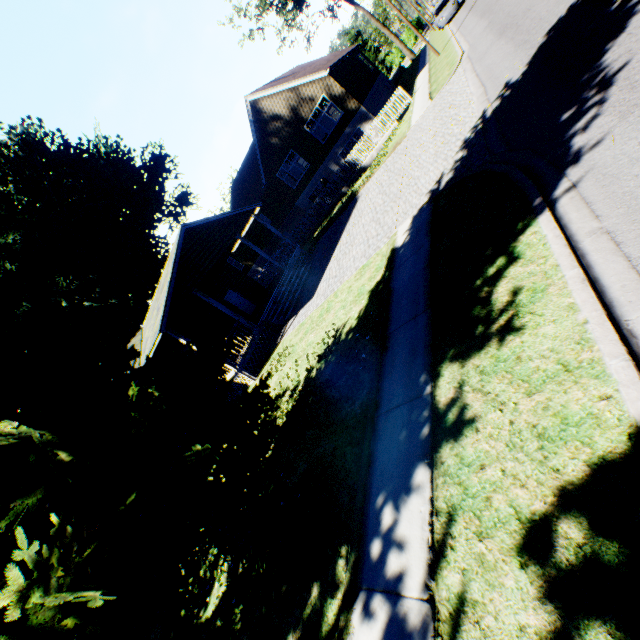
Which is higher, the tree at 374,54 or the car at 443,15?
the tree at 374,54

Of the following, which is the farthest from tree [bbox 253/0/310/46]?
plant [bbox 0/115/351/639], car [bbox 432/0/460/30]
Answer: car [bbox 432/0/460/30]

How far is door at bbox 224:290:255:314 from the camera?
22.2 meters

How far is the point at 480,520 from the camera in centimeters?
297cm

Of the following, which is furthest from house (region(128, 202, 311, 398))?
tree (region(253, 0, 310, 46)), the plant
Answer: tree (region(253, 0, 310, 46))

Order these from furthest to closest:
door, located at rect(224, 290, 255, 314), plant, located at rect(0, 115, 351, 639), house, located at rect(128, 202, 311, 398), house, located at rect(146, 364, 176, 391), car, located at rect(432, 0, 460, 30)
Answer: car, located at rect(432, 0, 460, 30) → door, located at rect(224, 290, 255, 314) → house, located at rect(146, 364, 176, 391) → house, located at rect(128, 202, 311, 398) → plant, located at rect(0, 115, 351, 639)

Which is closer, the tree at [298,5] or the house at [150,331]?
the house at [150,331]

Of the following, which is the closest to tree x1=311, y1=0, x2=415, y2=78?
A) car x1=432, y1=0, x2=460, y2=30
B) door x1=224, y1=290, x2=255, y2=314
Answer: car x1=432, y1=0, x2=460, y2=30
